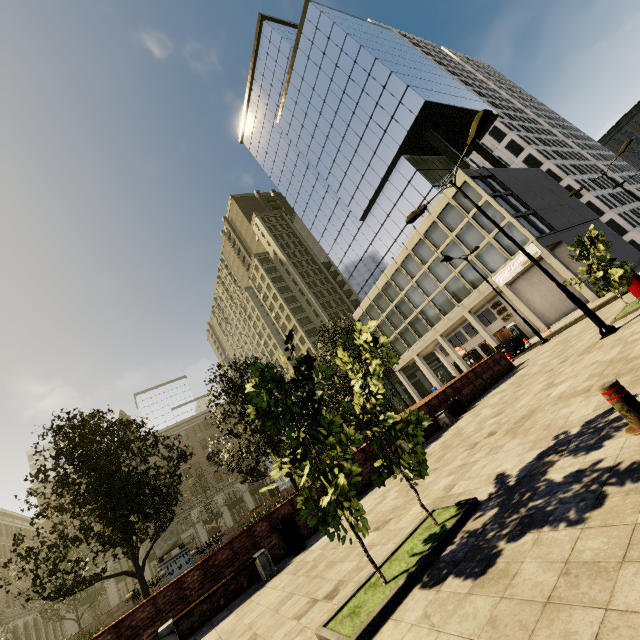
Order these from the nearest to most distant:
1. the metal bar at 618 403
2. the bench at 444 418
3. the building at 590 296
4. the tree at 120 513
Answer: the metal bar at 618 403, the tree at 120 513, the bench at 444 418, the building at 590 296

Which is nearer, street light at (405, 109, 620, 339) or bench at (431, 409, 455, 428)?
street light at (405, 109, 620, 339)

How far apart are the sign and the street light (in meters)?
20.56

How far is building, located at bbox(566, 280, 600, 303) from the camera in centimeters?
2655cm

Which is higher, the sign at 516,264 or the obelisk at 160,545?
the sign at 516,264

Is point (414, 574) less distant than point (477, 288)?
Yes

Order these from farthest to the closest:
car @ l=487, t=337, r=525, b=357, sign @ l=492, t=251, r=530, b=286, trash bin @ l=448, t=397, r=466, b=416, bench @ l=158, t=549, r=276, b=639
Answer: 1. sign @ l=492, t=251, r=530, b=286
2. car @ l=487, t=337, r=525, b=357
3. trash bin @ l=448, t=397, r=466, b=416
4. bench @ l=158, t=549, r=276, b=639

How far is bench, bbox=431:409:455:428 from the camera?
13.02m
